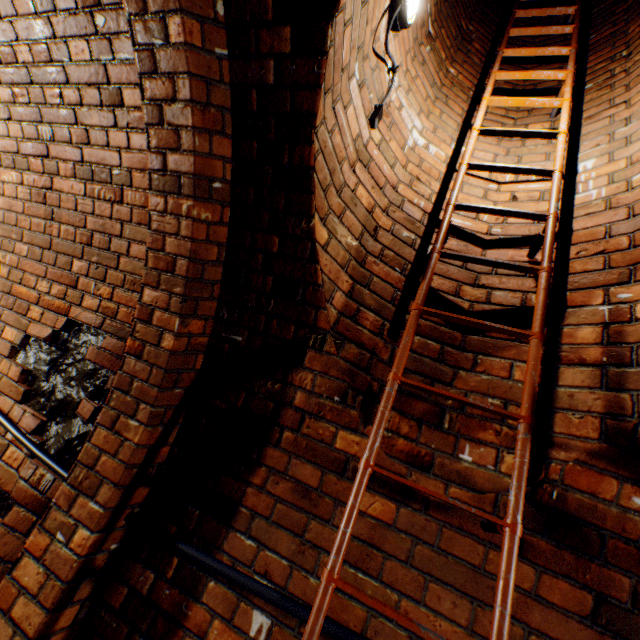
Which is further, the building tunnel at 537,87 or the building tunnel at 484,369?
the building tunnel at 537,87

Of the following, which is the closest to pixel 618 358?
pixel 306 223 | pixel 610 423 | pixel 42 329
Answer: pixel 610 423

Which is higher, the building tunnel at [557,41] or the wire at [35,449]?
the building tunnel at [557,41]

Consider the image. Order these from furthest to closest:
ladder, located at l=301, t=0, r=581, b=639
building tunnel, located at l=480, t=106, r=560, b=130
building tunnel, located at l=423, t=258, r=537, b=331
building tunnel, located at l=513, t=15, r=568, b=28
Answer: building tunnel, located at l=513, t=15, r=568, b=28 < building tunnel, located at l=480, t=106, r=560, b=130 < building tunnel, located at l=423, t=258, r=537, b=331 < ladder, located at l=301, t=0, r=581, b=639

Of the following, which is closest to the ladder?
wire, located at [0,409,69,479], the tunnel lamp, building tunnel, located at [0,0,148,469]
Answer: building tunnel, located at [0,0,148,469]

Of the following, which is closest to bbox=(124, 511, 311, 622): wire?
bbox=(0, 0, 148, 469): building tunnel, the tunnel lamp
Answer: bbox=(0, 0, 148, 469): building tunnel

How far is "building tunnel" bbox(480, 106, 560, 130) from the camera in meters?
2.1 m

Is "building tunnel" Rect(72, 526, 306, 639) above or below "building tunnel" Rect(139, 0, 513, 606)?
below
